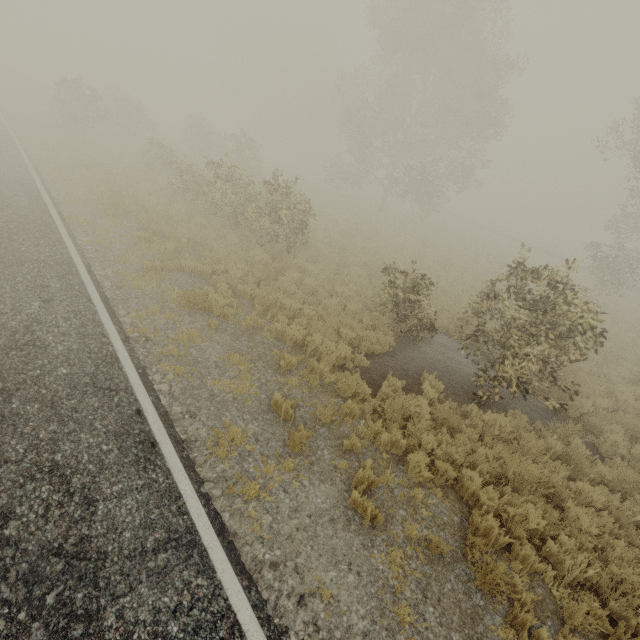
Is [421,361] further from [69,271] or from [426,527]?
[69,271]
